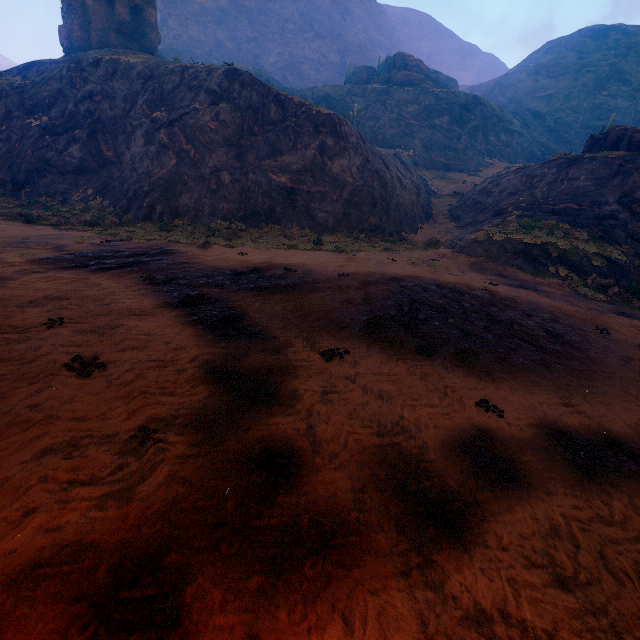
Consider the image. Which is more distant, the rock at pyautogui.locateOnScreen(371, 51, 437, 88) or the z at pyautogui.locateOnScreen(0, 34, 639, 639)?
the rock at pyautogui.locateOnScreen(371, 51, 437, 88)

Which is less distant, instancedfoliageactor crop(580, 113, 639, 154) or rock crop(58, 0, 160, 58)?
instancedfoliageactor crop(580, 113, 639, 154)

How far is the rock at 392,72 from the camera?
55.6 meters

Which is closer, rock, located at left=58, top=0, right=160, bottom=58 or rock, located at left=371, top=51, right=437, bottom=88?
rock, located at left=58, top=0, right=160, bottom=58

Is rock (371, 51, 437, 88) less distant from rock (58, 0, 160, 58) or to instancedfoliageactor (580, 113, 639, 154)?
instancedfoliageactor (580, 113, 639, 154)

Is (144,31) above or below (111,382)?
above

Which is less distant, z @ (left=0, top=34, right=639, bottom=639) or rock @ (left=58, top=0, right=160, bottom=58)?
z @ (left=0, top=34, right=639, bottom=639)

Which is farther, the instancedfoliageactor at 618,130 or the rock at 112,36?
the rock at 112,36
